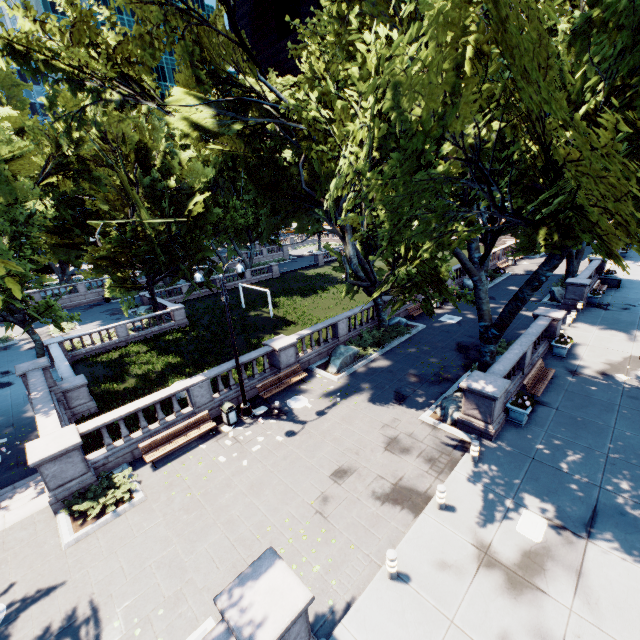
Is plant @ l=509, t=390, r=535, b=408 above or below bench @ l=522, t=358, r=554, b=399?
above

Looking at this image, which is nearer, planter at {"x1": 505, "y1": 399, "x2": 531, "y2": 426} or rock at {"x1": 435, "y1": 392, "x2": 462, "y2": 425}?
planter at {"x1": 505, "y1": 399, "x2": 531, "y2": 426}

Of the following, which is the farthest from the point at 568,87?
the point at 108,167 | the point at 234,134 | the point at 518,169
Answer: the point at 108,167

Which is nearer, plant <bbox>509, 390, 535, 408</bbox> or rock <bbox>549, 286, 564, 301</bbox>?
plant <bbox>509, 390, 535, 408</bbox>

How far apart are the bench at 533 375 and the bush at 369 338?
8.8m

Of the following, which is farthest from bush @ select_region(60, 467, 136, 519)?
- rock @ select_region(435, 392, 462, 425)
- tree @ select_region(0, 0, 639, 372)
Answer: rock @ select_region(435, 392, 462, 425)

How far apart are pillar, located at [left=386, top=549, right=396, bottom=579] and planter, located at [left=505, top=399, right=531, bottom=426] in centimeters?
805cm

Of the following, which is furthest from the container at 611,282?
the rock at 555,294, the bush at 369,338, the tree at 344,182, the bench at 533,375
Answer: the bush at 369,338
